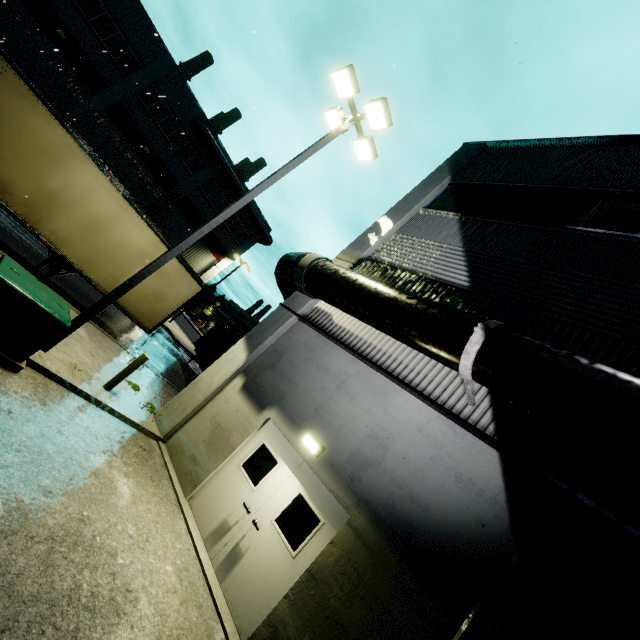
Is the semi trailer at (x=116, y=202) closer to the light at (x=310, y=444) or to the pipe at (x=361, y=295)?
the pipe at (x=361, y=295)

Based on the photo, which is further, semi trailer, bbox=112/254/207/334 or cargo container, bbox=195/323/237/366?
cargo container, bbox=195/323/237/366

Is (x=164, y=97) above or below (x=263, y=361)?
above

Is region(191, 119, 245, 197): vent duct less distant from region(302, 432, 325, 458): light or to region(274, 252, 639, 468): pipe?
region(274, 252, 639, 468): pipe

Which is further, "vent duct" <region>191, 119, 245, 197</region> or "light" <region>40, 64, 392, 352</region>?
"vent duct" <region>191, 119, 245, 197</region>

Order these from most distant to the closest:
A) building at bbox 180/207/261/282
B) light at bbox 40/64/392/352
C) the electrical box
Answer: building at bbox 180/207/261/282 < light at bbox 40/64/392/352 < the electrical box

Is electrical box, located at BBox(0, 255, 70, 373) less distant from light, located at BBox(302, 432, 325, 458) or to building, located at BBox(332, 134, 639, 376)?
building, located at BBox(332, 134, 639, 376)

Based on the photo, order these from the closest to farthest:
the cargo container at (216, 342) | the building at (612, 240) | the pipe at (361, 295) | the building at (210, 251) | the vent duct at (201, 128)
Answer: the pipe at (361, 295) < the building at (612, 240) < the cargo container at (216, 342) < the vent duct at (201, 128) < the building at (210, 251)
